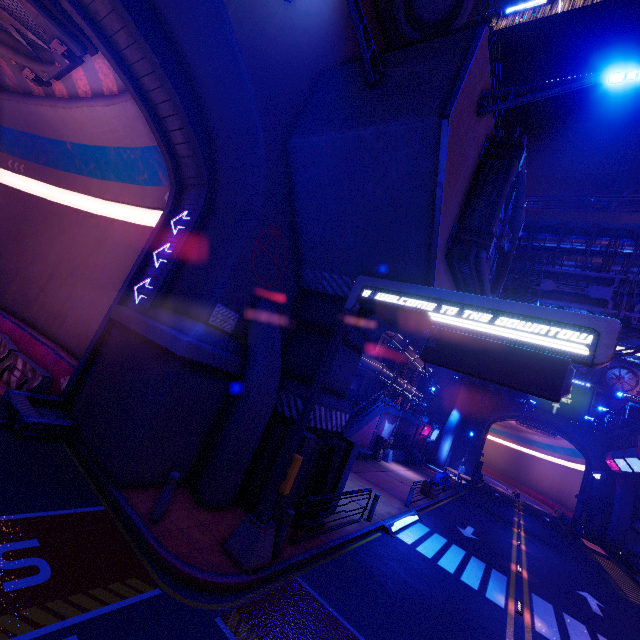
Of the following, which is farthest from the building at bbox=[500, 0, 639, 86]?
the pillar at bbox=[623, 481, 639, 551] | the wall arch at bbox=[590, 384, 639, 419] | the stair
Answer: the stair

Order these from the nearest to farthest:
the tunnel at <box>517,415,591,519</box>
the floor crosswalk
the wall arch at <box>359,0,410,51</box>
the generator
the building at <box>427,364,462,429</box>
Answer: the wall arch at <box>359,0,410,51</box> → the floor crosswalk → the generator → the tunnel at <box>517,415,591,519</box> → the building at <box>427,364,462,429</box>

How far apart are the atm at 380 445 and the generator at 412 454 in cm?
803

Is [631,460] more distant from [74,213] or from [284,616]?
[74,213]

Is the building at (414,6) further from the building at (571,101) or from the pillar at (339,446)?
the building at (571,101)

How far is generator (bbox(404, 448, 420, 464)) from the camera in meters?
34.0 m

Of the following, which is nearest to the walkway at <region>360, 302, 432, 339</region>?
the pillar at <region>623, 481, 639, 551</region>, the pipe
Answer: the pipe

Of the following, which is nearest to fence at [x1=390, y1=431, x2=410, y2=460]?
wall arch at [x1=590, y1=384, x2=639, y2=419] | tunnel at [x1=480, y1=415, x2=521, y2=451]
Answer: wall arch at [x1=590, y1=384, x2=639, y2=419]
